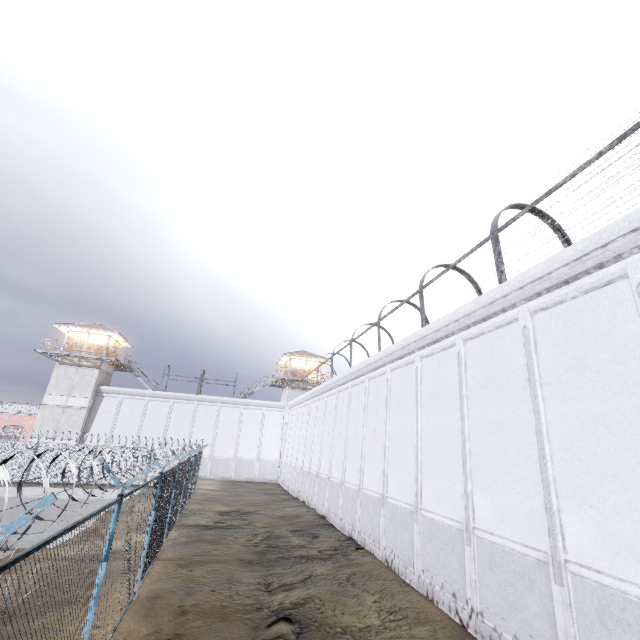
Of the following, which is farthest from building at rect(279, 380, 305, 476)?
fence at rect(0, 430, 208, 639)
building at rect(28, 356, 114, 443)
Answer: building at rect(28, 356, 114, 443)

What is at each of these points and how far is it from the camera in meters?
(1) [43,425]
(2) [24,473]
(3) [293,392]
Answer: (1) building, 30.7
(2) fence, 23.6
(3) building, 38.3

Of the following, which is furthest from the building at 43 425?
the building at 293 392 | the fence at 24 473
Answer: the building at 293 392

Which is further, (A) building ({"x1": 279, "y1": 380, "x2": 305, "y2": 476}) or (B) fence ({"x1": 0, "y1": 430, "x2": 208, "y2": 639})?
(A) building ({"x1": 279, "y1": 380, "x2": 305, "y2": 476})

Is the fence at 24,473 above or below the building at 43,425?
below

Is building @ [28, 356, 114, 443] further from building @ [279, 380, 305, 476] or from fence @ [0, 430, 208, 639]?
building @ [279, 380, 305, 476]
